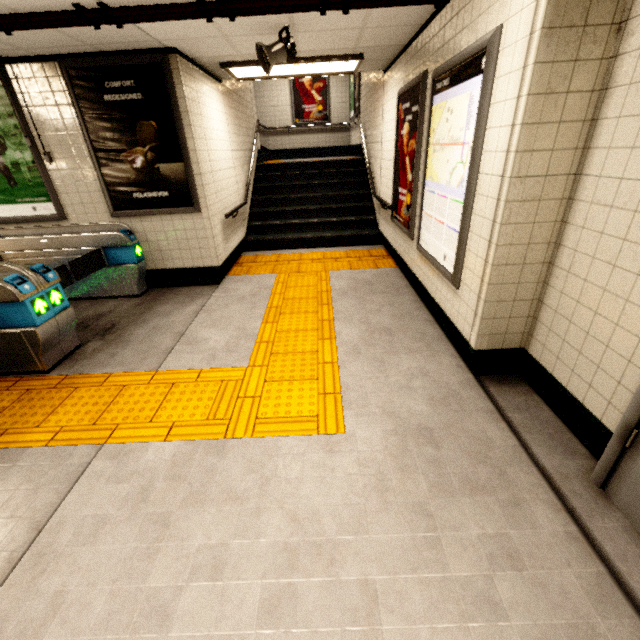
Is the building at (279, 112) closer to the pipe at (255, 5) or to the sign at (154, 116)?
the pipe at (255, 5)

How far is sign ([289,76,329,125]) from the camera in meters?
10.6

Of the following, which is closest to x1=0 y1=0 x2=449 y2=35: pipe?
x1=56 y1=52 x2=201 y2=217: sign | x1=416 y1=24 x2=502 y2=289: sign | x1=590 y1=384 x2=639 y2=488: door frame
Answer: x1=416 y1=24 x2=502 y2=289: sign

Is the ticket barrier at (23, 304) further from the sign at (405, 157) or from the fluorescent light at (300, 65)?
the sign at (405, 157)

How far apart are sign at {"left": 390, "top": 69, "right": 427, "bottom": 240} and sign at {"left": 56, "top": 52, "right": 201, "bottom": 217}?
2.9m

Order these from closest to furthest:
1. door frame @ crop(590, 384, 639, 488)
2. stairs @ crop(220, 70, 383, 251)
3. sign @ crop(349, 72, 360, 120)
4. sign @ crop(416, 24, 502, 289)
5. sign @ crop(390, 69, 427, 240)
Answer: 1. door frame @ crop(590, 384, 639, 488)
2. sign @ crop(416, 24, 502, 289)
3. sign @ crop(390, 69, 427, 240)
4. stairs @ crop(220, 70, 383, 251)
5. sign @ crop(349, 72, 360, 120)

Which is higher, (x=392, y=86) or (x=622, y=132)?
(x=392, y=86)

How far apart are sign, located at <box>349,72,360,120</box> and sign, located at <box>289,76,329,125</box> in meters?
1.7
